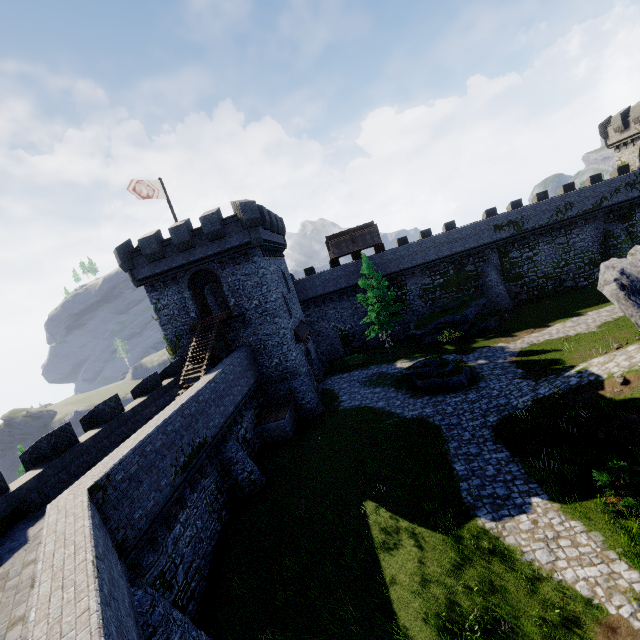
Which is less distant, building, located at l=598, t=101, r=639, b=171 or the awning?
the awning

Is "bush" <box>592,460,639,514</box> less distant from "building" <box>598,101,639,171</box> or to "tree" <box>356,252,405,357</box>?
"tree" <box>356,252,405,357</box>

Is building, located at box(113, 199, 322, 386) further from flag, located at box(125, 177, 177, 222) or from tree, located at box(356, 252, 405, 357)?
tree, located at box(356, 252, 405, 357)

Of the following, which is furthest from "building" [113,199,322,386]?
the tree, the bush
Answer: the bush

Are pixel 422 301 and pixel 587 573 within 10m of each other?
no

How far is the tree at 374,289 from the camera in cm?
2984

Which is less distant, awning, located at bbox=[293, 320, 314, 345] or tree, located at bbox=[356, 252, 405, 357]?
awning, located at bbox=[293, 320, 314, 345]

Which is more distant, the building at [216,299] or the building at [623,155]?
the building at [623,155]
